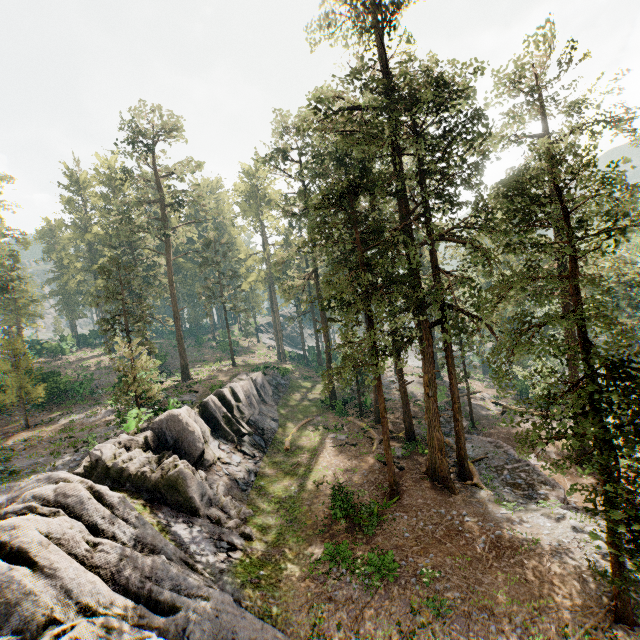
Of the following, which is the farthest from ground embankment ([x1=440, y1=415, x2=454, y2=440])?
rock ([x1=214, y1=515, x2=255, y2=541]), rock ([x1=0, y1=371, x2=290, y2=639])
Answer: rock ([x1=214, y1=515, x2=255, y2=541])

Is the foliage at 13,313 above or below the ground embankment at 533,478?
above

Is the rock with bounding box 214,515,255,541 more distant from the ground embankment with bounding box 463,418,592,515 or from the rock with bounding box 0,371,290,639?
the ground embankment with bounding box 463,418,592,515

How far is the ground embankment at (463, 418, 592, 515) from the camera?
17.9m

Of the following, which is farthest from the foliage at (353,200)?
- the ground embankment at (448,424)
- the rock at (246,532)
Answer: the rock at (246,532)

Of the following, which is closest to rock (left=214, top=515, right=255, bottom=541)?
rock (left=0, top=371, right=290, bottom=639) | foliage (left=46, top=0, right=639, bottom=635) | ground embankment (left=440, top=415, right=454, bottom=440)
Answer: rock (left=0, top=371, right=290, bottom=639)

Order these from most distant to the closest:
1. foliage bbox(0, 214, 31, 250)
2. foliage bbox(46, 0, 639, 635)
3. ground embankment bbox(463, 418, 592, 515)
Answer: foliage bbox(0, 214, 31, 250)
ground embankment bbox(463, 418, 592, 515)
foliage bbox(46, 0, 639, 635)

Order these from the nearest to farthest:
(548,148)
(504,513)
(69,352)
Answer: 1. (504,513)
2. (548,148)
3. (69,352)
